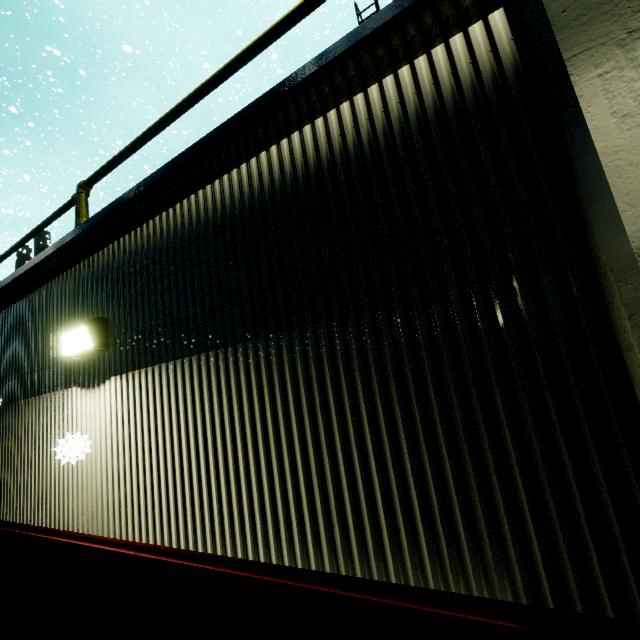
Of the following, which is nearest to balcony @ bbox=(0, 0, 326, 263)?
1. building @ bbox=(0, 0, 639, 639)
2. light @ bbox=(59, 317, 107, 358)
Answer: building @ bbox=(0, 0, 639, 639)

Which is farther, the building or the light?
the light

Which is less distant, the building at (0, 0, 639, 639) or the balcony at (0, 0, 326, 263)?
the building at (0, 0, 639, 639)

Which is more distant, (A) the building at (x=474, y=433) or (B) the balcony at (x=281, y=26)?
(B) the balcony at (x=281, y=26)

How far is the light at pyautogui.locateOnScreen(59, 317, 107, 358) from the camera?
2.6m

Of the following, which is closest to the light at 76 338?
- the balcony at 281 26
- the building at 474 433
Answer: the building at 474 433

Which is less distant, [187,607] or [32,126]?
[187,607]
